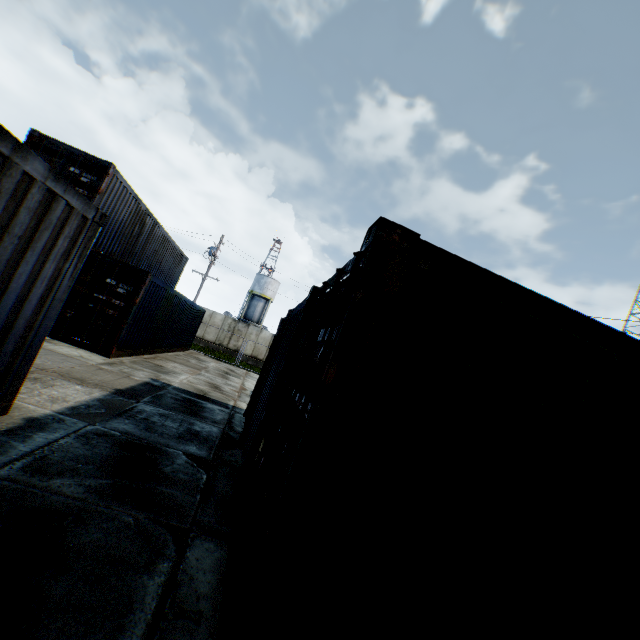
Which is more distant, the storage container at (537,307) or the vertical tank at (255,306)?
the vertical tank at (255,306)

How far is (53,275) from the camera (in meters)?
4.14

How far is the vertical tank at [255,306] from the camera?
49.2m

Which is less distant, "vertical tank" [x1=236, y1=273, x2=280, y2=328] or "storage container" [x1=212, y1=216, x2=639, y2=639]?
"storage container" [x1=212, y1=216, x2=639, y2=639]

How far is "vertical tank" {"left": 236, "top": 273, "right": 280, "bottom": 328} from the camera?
49.2m

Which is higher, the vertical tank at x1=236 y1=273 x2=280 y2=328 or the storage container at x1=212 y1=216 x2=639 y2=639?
the vertical tank at x1=236 y1=273 x2=280 y2=328
